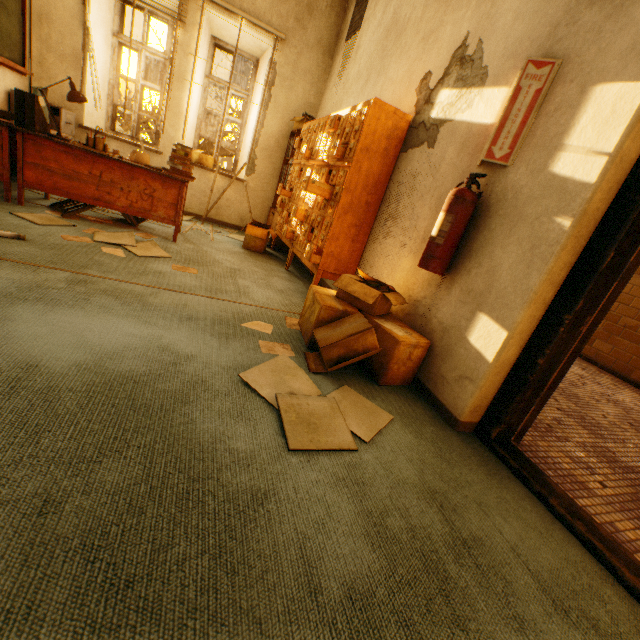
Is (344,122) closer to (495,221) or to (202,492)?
(495,221)

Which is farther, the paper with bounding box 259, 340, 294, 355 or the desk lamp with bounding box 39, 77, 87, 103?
the desk lamp with bounding box 39, 77, 87, 103

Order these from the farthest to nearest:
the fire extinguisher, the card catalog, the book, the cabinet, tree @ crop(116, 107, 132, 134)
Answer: tree @ crop(116, 107, 132, 134)
the cabinet
the book
the card catalog
the fire extinguisher

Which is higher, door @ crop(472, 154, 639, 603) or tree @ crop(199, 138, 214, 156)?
tree @ crop(199, 138, 214, 156)

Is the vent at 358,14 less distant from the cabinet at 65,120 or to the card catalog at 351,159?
the card catalog at 351,159

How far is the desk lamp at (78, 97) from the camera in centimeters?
290cm

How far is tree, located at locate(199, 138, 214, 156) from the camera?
12.7 meters

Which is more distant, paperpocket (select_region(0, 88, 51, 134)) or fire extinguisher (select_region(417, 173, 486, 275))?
paperpocket (select_region(0, 88, 51, 134))
